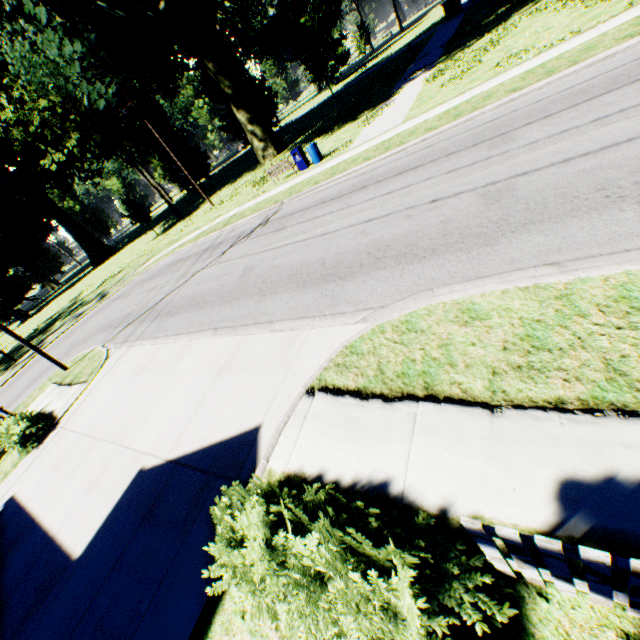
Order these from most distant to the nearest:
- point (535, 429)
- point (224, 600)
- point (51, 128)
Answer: point (51, 128) → point (224, 600) → point (535, 429)

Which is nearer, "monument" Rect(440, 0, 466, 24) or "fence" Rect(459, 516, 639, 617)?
"fence" Rect(459, 516, 639, 617)

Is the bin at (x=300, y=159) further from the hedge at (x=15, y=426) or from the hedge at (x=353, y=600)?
the hedge at (x=353, y=600)

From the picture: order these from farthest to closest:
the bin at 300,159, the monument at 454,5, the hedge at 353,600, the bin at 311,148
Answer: the monument at 454,5, the bin at 300,159, the bin at 311,148, the hedge at 353,600

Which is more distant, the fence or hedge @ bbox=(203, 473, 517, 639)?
hedge @ bbox=(203, 473, 517, 639)

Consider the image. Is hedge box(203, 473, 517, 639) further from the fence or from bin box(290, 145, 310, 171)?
bin box(290, 145, 310, 171)

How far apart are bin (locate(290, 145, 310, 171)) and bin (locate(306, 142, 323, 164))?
0.36m

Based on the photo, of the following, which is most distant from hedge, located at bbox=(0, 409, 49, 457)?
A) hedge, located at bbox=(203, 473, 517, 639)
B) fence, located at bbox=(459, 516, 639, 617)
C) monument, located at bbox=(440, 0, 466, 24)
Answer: monument, located at bbox=(440, 0, 466, 24)
